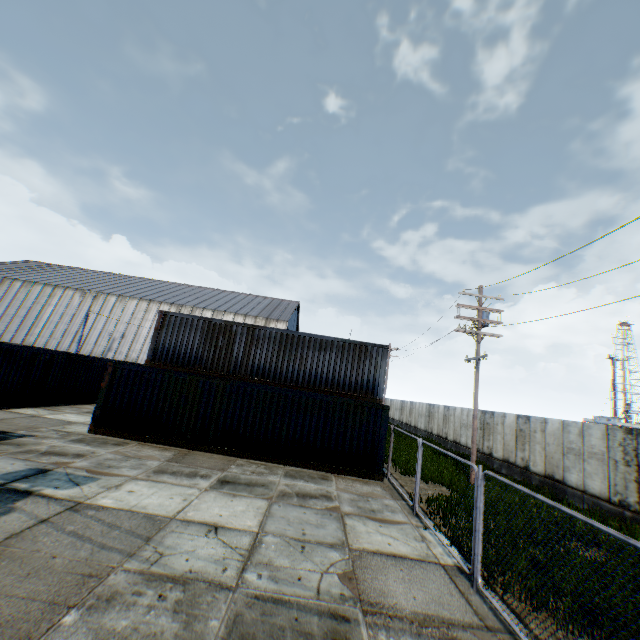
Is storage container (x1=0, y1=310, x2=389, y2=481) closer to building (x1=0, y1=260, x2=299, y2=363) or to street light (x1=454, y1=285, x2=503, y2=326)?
street light (x1=454, y1=285, x2=503, y2=326)

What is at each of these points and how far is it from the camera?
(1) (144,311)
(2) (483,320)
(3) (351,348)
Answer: (1) building, 42.34m
(2) street light, 16.27m
(3) storage container, 16.67m

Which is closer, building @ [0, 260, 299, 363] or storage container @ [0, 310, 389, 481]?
storage container @ [0, 310, 389, 481]

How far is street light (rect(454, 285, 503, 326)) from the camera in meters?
16.3 m

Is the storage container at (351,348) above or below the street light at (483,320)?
below

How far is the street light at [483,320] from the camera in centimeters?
1628cm

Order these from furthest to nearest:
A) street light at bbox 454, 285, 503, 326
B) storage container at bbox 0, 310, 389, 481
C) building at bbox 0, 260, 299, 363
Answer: building at bbox 0, 260, 299, 363
street light at bbox 454, 285, 503, 326
storage container at bbox 0, 310, 389, 481
